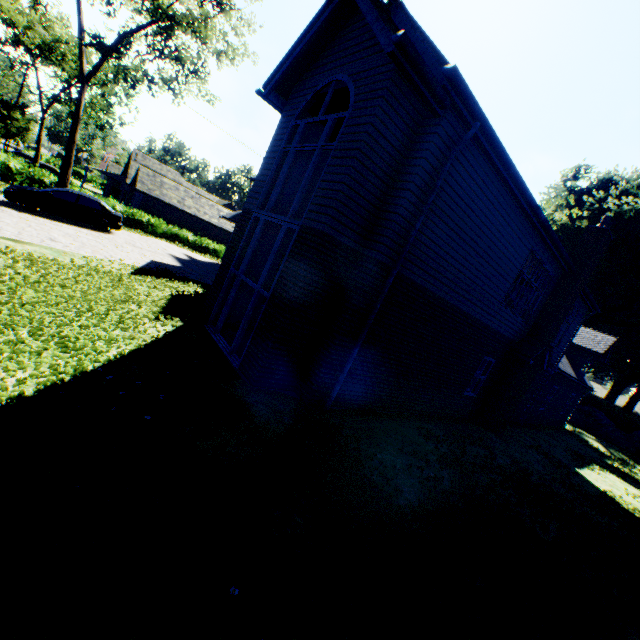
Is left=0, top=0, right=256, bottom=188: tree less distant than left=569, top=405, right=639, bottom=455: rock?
Yes

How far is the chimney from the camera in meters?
12.0

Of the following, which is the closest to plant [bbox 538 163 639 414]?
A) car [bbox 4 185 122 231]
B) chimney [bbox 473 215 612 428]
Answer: chimney [bbox 473 215 612 428]

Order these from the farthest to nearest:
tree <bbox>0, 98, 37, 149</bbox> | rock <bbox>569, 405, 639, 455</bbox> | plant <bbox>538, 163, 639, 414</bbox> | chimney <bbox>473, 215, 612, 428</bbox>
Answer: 1. tree <bbox>0, 98, 37, 149</bbox>
2. plant <bbox>538, 163, 639, 414</bbox>
3. rock <bbox>569, 405, 639, 455</bbox>
4. chimney <bbox>473, 215, 612, 428</bbox>

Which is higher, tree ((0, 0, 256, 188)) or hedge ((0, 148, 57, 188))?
tree ((0, 0, 256, 188))

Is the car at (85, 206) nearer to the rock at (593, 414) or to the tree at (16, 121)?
the tree at (16, 121)

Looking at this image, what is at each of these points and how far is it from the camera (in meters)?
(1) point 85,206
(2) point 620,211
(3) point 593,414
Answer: (1) car, 16.95
(2) plant, 34.31
(3) rock, 30.34

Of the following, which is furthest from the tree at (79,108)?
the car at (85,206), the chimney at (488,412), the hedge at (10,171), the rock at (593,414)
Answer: the rock at (593,414)
